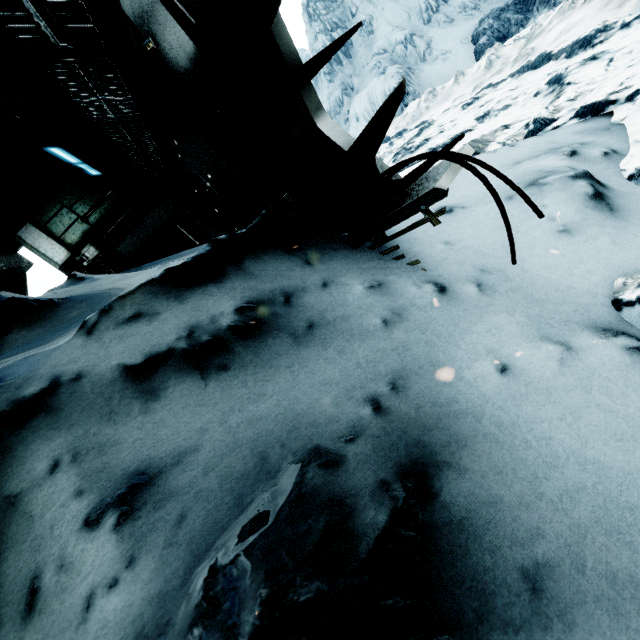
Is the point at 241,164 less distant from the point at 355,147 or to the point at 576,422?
the point at 355,147
